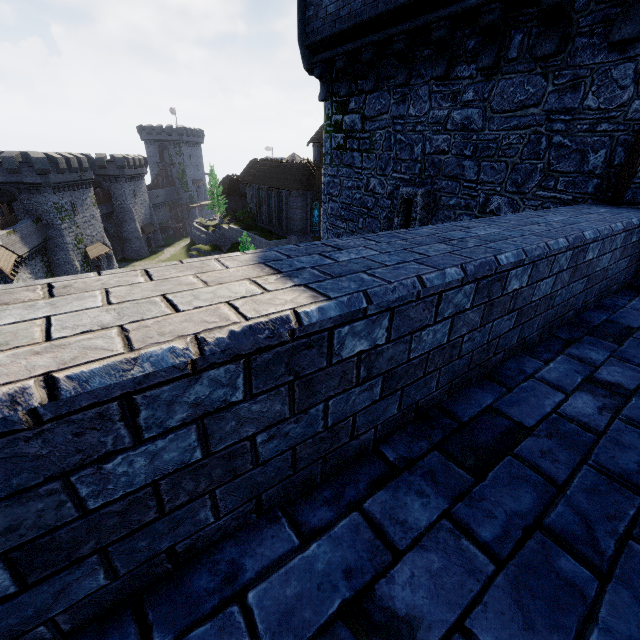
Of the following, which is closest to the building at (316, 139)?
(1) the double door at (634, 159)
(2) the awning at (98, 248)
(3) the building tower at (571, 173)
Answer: (2) the awning at (98, 248)

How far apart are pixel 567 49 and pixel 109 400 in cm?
753

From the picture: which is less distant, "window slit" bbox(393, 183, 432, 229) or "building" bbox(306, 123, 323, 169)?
"window slit" bbox(393, 183, 432, 229)

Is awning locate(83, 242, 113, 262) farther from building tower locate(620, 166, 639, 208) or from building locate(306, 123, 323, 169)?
building tower locate(620, 166, 639, 208)

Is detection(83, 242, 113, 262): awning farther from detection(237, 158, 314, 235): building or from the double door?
the double door

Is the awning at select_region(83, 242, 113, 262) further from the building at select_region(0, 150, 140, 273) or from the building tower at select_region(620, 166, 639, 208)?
the building tower at select_region(620, 166, 639, 208)

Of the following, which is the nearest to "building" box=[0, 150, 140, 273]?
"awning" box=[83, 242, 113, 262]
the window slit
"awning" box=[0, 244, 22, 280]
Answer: "awning" box=[83, 242, 113, 262]

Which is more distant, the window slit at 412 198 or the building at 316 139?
the building at 316 139
